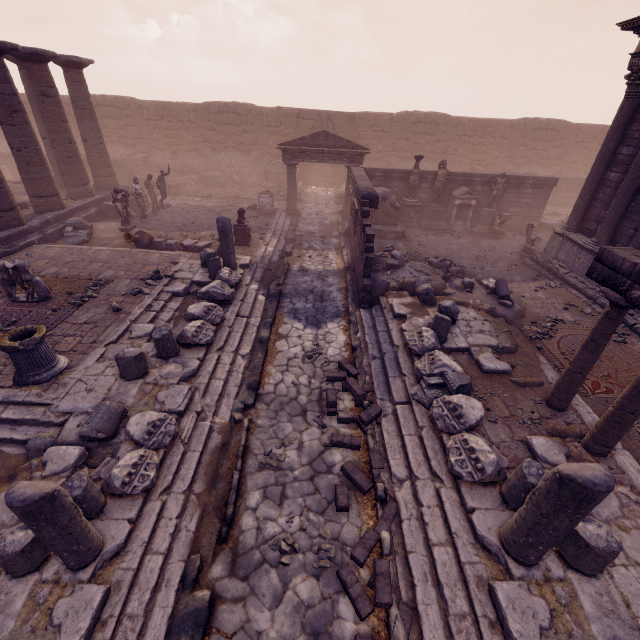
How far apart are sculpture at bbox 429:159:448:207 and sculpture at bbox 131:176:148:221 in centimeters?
1404cm

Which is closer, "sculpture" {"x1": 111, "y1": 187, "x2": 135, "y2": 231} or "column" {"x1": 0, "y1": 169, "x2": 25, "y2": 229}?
"column" {"x1": 0, "y1": 169, "x2": 25, "y2": 229}

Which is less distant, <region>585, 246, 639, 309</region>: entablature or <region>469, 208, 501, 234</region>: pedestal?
<region>585, 246, 639, 309</region>: entablature

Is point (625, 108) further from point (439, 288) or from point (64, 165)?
point (64, 165)

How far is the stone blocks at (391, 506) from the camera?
4.39m

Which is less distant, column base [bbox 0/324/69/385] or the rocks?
column base [bbox 0/324/69/385]

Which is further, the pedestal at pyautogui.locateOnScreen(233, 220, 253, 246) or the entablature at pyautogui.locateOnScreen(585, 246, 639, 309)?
the pedestal at pyautogui.locateOnScreen(233, 220, 253, 246)
